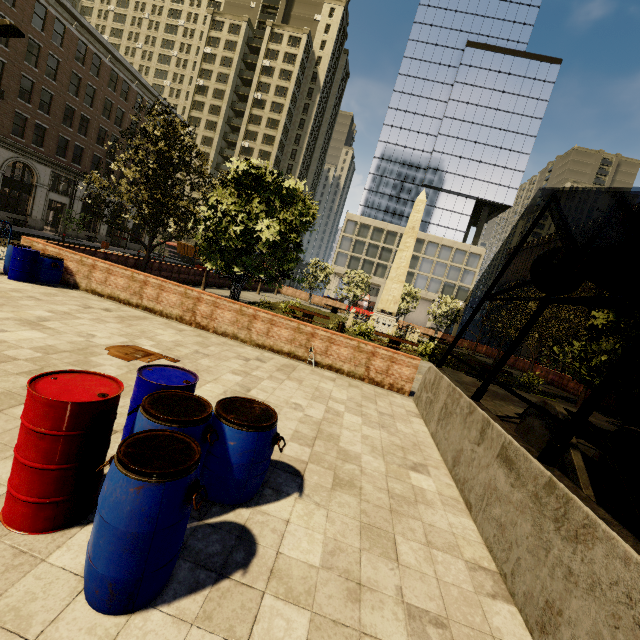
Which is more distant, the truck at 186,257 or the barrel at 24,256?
the truck at 186,257

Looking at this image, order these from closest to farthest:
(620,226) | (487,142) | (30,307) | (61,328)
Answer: (61,328) < (30,307) < (620,226) < (487,142)

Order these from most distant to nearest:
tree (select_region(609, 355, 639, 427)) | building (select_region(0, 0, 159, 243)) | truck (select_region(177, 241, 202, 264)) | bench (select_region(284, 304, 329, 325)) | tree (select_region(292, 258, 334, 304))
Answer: truck (select_region(177, 241, 202, 264)) → tree (select_region(292, 258, 334, 304)) → building (select_region(0, 0, 159, 243)) → bench (select_region(284, 304, 329, 325)) → tree (select_region(609, 355, 639, 427))

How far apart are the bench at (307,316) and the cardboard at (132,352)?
12.1m

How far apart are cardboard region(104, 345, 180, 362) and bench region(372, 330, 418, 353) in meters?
13.0 m

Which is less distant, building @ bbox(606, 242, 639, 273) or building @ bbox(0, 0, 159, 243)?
building @ bbox(0, 0, 159, 243)

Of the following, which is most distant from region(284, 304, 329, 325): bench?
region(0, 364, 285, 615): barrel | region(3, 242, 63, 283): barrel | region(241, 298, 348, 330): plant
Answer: region(0, 364, 285, 615): barrel

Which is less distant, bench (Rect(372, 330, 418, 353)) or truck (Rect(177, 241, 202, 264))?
bench (Rect(372, 330, 418, 353))
